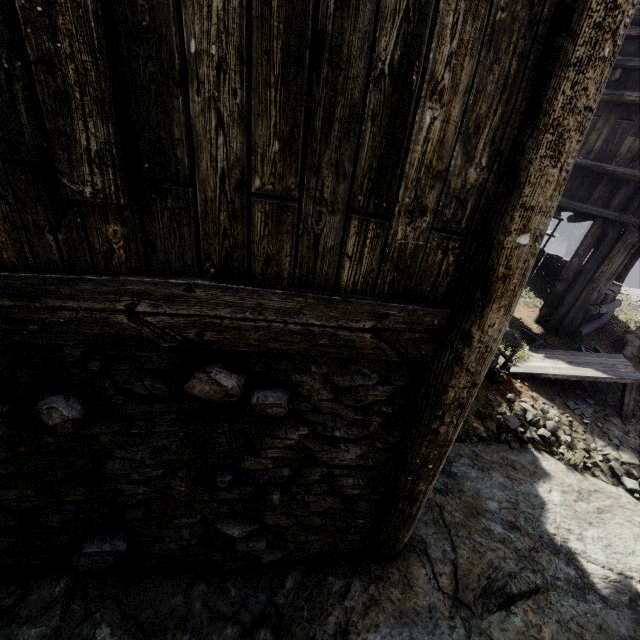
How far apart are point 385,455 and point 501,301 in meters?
1.5

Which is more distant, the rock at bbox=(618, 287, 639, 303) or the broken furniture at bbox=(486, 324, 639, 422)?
the rock at bbox=(618, 287, 639, 303)

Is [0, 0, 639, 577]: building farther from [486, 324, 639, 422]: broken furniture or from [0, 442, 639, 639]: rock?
[486, 324, 639, 422]: broken furniture

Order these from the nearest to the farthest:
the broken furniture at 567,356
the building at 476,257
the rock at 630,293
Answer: the building at 476,257 → the broken furniture at 567,356 → the rock at 630,293

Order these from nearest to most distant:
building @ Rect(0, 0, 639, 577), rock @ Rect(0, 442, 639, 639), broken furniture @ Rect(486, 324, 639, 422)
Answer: building @ Rect(0, 0, 639, 577), rock @ Rect(0, 442, 639, 639), broken furniture @ Rect(486, 324, 639, 422)

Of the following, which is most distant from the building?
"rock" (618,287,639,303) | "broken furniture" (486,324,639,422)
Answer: "broken furniture" (486,324,639,422)

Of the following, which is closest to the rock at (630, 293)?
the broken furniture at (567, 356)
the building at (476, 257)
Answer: the building at (476, 257)
